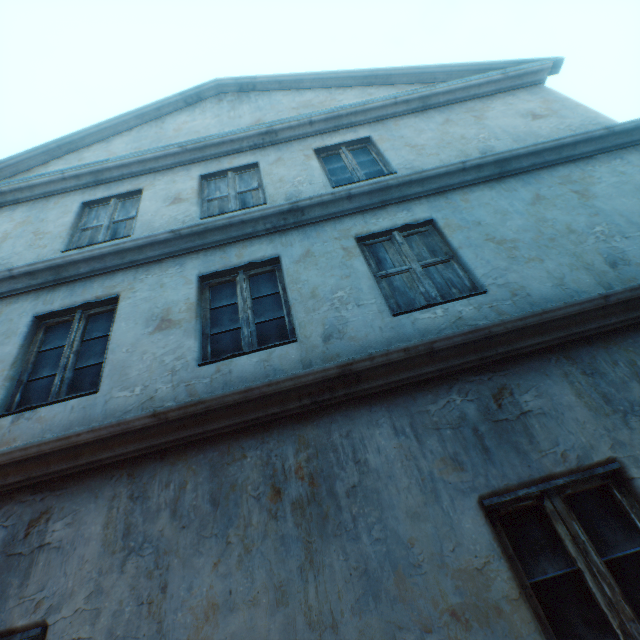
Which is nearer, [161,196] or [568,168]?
[568,168]
